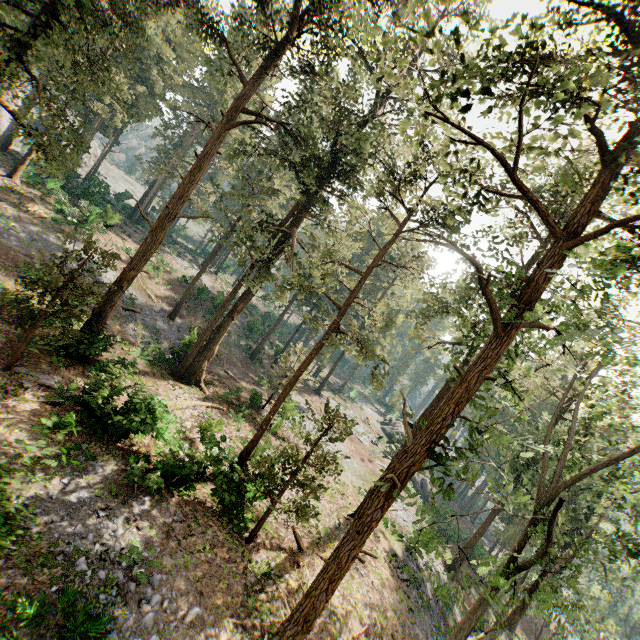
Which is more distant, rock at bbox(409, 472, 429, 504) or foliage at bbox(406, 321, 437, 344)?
rock at bbox(409, 472, 429, 504)

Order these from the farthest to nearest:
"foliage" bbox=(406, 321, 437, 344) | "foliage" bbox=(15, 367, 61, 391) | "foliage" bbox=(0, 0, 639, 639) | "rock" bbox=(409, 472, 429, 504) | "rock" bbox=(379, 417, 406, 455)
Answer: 1. "rock" bbox=(379, 417, 406, 455)
2. "rock" bbox=(409, 472, 429, 504)
3. "foliage" bbox=(406, 321, 437, 344)
4. "foliage" bbox=(15, 367, 61, 391)
5. "foliage" bbox=(0, 0, 639, 639)

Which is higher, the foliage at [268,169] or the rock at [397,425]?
the foliage at [268,169]

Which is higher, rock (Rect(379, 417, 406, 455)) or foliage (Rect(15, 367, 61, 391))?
rock (Rect(379, 417, 406, 455))

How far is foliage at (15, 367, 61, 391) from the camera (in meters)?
15.41

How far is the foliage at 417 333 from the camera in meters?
19.8 m

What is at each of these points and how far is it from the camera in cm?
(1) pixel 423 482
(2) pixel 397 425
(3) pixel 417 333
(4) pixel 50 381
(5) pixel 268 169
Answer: (1) rock, 4462
(2) rock, 5325
(3) foliage, 2417
(4) foliage, 1580
(5) foliage, 4941
